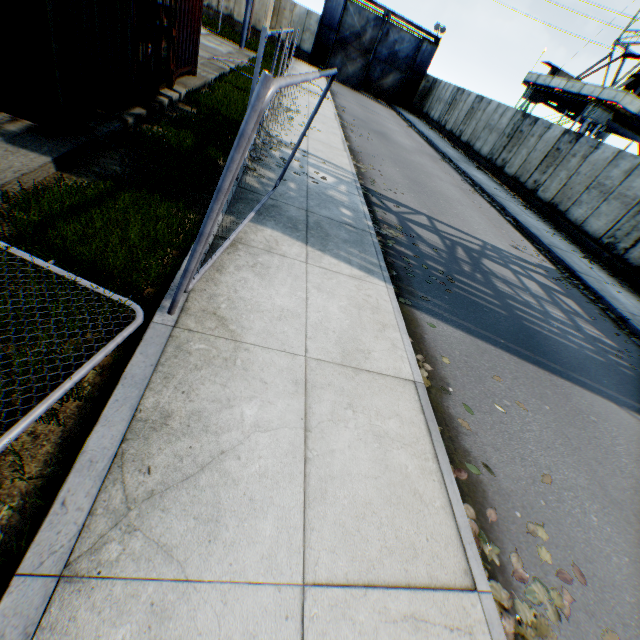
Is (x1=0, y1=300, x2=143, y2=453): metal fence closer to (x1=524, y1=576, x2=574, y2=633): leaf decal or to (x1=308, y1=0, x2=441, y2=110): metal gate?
(x1=524, y1=576, x2=574, y2=633): leaf decal

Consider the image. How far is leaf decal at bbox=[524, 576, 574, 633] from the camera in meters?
2.6

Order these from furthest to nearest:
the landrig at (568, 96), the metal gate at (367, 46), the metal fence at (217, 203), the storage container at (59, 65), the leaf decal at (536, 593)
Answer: the metal gate at (367, 46), the landrig at (568, 96), the storage container at (59, 65), the leaf decal at (536, 593), the metal fence at (217, 203)

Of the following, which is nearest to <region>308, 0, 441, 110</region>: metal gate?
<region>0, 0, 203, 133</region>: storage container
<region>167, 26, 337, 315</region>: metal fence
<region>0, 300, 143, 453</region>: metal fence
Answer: <region>167, 26, 337, 315</region>: metal fence

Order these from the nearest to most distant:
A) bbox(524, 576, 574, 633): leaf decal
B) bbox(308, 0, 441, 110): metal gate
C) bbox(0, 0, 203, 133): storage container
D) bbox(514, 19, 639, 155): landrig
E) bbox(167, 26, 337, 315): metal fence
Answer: bbox(167, 26, 337, 315): metal fence < bbox(524, 576, 574, 633): leaf decal < bbox(0, 0, 203, 133): storage container < bbox(514, 19, 639, 155): landrig < bbox(308, 0, 441, 110): metal gate

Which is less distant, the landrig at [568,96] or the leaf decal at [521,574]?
the leaf decal at [521,574]

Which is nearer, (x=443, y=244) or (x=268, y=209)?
(x=268, y=209)
